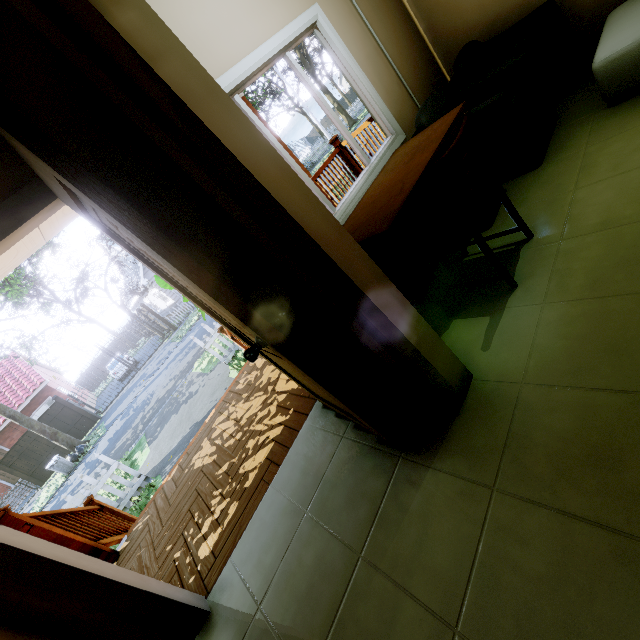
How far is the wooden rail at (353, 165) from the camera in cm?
527

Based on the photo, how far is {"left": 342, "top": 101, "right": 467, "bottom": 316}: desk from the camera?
1.90m

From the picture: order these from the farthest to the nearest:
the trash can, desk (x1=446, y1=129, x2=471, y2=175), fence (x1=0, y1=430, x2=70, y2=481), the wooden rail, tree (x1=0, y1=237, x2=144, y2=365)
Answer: fence (x1=0, y1=430, x2=70, y2=481) → the trash can → tree (x1=0, y1=237, x2=144, y2=365) → the wooden rail → desk (x1=446, y1=129, x2=471, y2=175)

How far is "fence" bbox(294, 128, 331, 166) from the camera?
29.0 meters

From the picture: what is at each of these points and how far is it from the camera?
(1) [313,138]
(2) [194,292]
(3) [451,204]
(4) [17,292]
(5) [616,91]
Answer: (1) fence, 54.5 meters
(2) door, 1.8 meters
(3) chair, 2.1 meters
(4) tree, 8.9 meters
(5) table, 2.3 meters

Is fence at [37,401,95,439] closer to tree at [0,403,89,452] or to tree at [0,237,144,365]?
tree at [0,403,89,452]

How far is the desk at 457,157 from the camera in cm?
223
